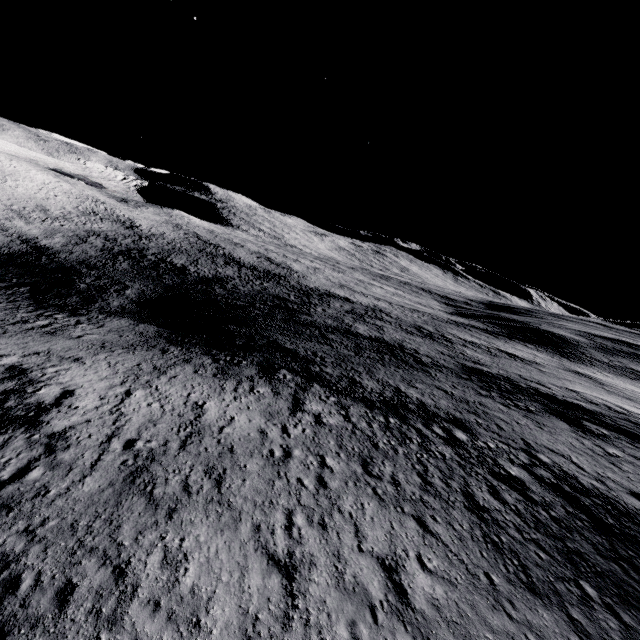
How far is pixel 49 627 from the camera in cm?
662
